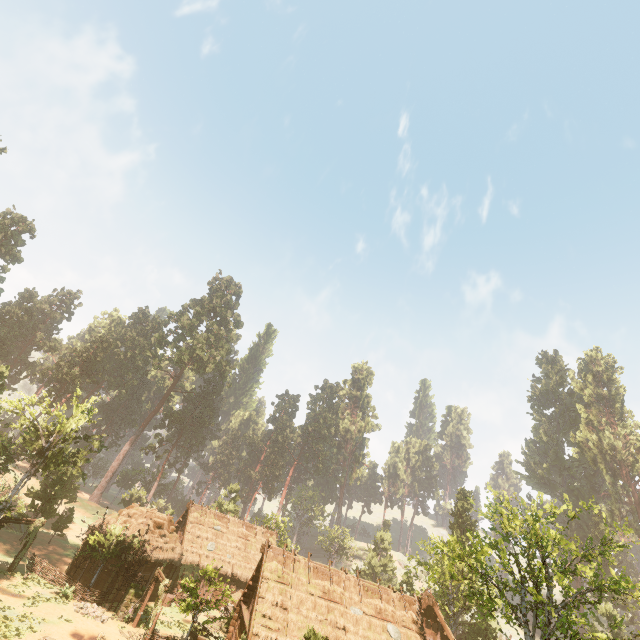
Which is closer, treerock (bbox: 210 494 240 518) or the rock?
→ the rock

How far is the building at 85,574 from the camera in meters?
27.8

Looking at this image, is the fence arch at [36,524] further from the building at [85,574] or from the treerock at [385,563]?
the treerock at [385,563]

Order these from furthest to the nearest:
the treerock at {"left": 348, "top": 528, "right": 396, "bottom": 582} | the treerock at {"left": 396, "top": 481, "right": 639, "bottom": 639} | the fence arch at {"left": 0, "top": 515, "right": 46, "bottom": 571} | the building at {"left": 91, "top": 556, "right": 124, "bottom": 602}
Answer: the treerock at {"left": 348, "top": 528, "right": 396, "bottom": 582}, the building at {"left": 91, "top": 556, "right": 124, "bottom": 602}, the fence arch at {"left": 0, "top": 515, "right": 46, "bottom": 571}, the treerock at {"left": 396, "top": 481, "right": 639, "bottom": 639}

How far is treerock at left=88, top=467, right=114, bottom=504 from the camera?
56.81m

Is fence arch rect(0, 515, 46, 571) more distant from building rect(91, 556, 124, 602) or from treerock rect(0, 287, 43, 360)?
treerock rect(0, 287, 43, 360)

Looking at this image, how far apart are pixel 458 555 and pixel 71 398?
65.74m
